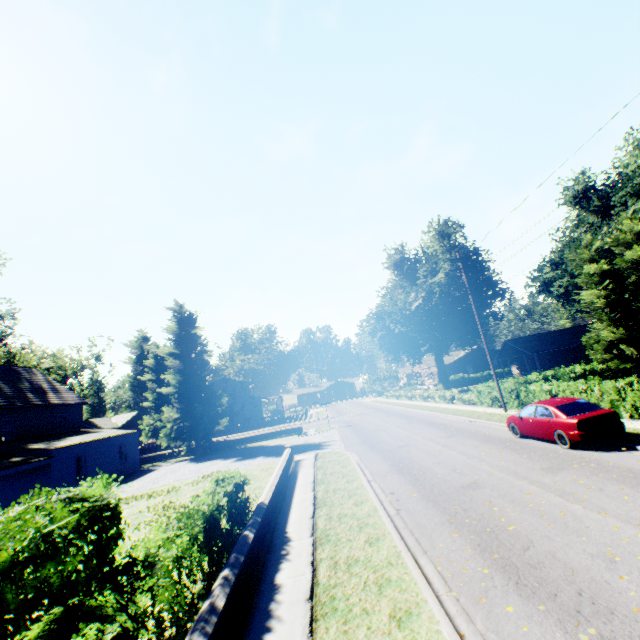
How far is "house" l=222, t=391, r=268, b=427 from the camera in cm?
5341

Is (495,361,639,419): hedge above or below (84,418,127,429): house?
below

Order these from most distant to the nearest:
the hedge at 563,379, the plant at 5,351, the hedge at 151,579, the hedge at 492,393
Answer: the plant at 5,351
the hedge at 492,393
the hedge at 563,379
the hedge at 151,579

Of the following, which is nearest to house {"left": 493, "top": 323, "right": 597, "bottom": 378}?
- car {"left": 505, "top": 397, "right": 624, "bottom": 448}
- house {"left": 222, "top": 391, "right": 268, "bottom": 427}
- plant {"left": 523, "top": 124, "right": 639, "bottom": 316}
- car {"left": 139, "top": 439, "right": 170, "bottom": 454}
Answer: plant {"left": 523, "top": 124, "right": 639, "bottom": 316}

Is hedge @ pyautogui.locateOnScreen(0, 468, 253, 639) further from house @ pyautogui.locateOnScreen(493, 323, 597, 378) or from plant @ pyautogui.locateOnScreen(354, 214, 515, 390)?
house @ pyautogui.locateOnScreen(493, 323, 597, 378)

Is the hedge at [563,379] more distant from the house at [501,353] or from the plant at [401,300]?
the house at [501,353]

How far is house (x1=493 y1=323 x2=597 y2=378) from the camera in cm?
3591

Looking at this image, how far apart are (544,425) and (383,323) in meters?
37.0 m
